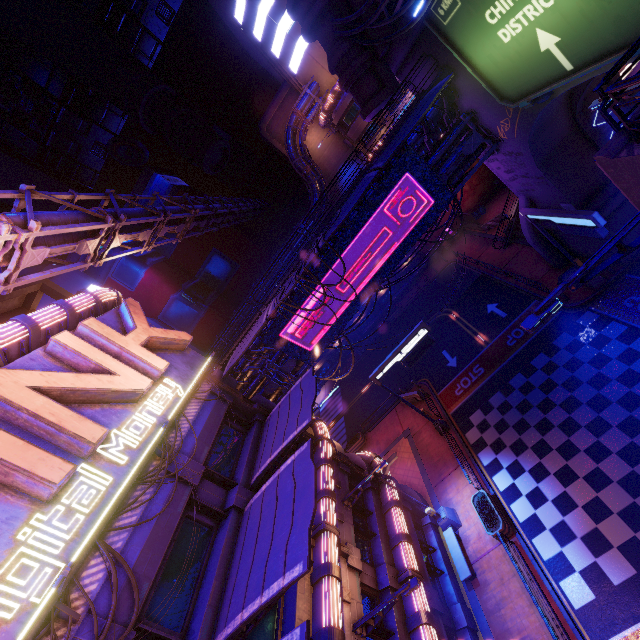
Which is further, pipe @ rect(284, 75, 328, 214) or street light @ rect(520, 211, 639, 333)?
pipe @ rect(284, 75, 328, 214)

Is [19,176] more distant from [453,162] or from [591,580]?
[591,580]

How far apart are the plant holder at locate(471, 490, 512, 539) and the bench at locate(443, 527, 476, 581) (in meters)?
1.76

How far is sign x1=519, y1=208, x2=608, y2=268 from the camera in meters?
14.2 m

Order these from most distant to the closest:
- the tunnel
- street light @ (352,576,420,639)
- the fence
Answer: the fence → the tunnel → street light @ (352,576,420,639)

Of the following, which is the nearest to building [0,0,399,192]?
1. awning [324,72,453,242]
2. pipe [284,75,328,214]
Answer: pipe [284,75,328,214]

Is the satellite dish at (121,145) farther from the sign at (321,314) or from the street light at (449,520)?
the street light at (449,520)

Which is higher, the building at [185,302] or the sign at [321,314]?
the building at [185,302]
